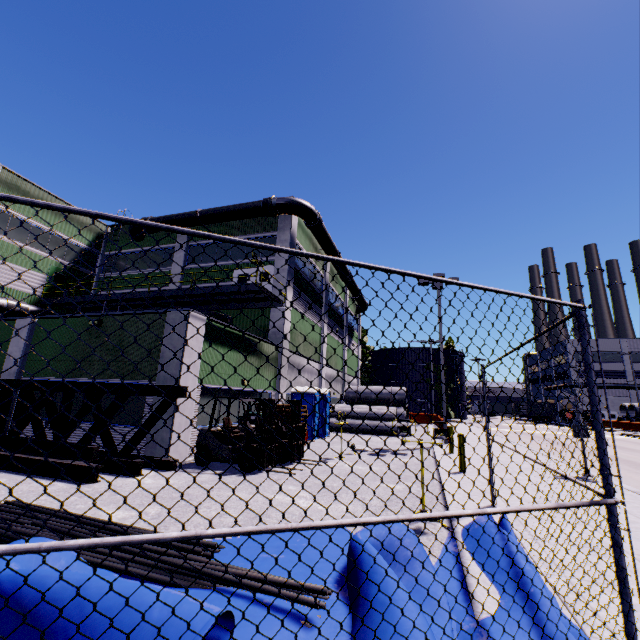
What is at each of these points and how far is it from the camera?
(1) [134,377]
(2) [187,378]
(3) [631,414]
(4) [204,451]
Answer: (1) building, 11.4m
(2) building, 11.0m
(3) concrete pipe stack, 45.3m
(4) forklift, 10.4m

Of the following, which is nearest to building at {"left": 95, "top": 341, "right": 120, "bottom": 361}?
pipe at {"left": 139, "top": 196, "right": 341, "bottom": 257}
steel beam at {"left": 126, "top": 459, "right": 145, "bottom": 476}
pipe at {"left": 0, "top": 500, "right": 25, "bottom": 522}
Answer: pipe at {"left": 139, "top": 196, "right": 341, "bottom": 257}

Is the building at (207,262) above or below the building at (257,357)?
above

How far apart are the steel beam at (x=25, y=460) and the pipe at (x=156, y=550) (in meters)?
1.52

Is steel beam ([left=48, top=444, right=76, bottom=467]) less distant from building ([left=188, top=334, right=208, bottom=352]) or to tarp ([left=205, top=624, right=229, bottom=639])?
tarp ([left=205, top=624, right=229, bottom=639])

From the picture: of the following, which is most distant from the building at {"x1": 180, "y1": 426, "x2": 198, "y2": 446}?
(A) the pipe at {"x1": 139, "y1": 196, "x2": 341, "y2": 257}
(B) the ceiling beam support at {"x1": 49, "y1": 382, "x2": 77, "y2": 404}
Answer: (B) the ceiling beam support at {"x1": 49, "y1": 382, "x2": 77, "y2": 404}

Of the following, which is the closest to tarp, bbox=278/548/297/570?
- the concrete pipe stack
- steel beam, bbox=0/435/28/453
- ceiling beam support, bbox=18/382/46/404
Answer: steel beam, bbox=0/435/28/453

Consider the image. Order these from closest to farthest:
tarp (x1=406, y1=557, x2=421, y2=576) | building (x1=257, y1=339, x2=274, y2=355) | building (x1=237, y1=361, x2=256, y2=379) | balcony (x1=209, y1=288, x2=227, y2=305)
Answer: tarp (x1=406, y1=557, x2=421, y2=576) < building (x1=237, y1=361, x2=256, y2=379) < building (x1=257, y1=339, x2=274, y2=355) < balcony (x1=209, y1=288, x2=227, y2=305)
